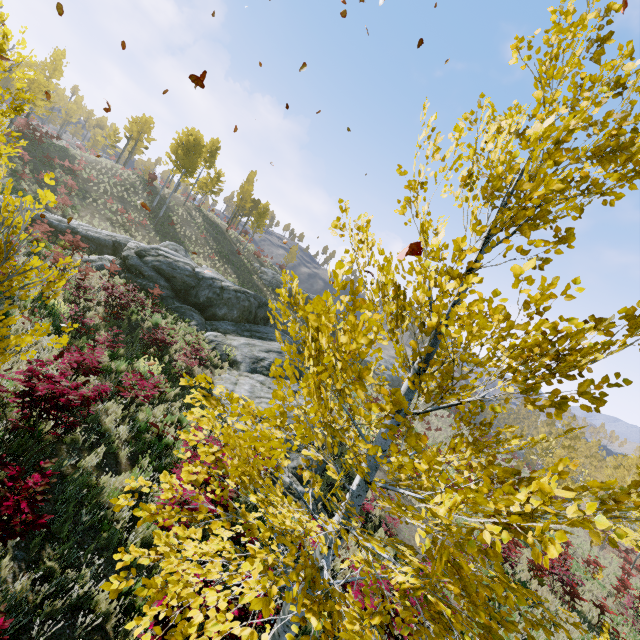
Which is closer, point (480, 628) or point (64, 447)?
point (480, 628)

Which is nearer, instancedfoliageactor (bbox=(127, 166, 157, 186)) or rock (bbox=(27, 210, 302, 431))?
rock (bbox=(27, 210, 302, 431))

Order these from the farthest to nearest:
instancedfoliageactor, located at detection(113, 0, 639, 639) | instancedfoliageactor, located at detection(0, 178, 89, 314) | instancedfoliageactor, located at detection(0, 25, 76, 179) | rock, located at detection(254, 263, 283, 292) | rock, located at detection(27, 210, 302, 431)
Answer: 1. rock, located at detection(254, 263, 283, 292)
2. rock, located at detection(27, 210, 302, 431)
3. instancedfoliageactor, located at detection(0, 25, 76, 179)
4. instancedfoliageactor, located at detection(0, 178, 89, 314)
5. instancedfoliageactor, located at detection(113, 0, 639, 639)

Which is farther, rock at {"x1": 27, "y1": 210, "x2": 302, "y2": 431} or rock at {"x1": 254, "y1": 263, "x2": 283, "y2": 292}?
rock at {"x1": 254, "y1": 263, "x2": 283, "y2": 292}

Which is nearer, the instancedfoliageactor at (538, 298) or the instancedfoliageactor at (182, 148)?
the instancedfoliageactor at (538, 298)

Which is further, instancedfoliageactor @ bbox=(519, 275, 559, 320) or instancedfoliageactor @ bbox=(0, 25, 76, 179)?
instancedfoliageactor @ bbox=(0, 25, 76, 179)

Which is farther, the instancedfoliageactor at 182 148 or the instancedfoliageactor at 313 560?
the instancedfoliageactor at 182 148

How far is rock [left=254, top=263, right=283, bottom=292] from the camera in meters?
39.8 m
